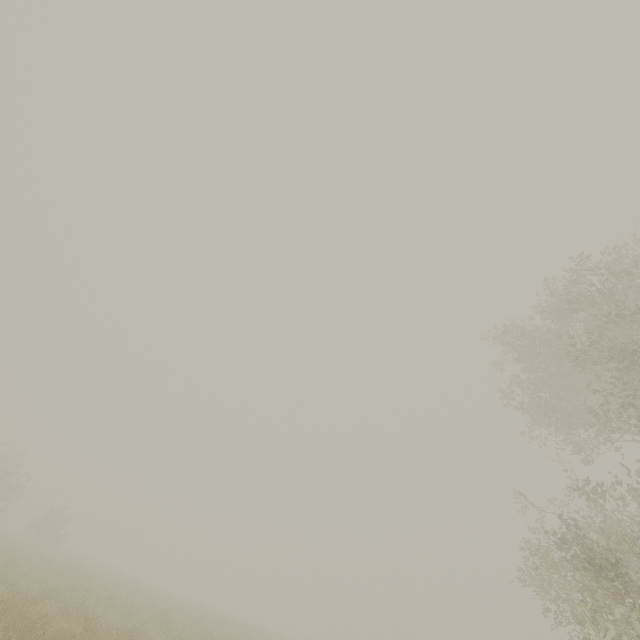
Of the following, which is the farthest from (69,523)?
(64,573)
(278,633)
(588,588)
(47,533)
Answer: (588,588)
